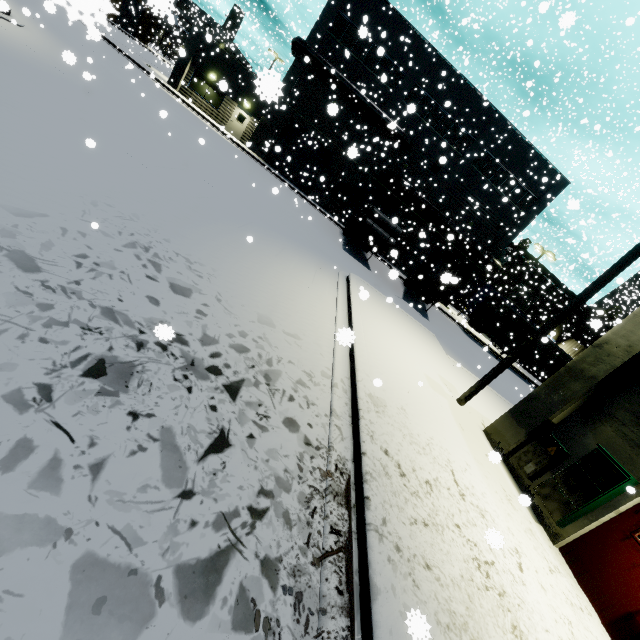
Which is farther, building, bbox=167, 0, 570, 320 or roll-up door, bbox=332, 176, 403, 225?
roll-up door, bbox=332, 176, 403, 225

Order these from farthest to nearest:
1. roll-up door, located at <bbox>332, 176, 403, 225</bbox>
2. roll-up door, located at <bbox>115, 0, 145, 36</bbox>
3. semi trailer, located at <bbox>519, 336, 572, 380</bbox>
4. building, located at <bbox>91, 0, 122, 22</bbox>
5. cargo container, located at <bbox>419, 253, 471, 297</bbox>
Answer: roll-up door, located at <bbox>115, 0, 145, 36</bbox>
roll-up door, located at <bbox>332, 176, 403, 225</bbox>
semi trailer, located at <bbox>519, 336, 572, 380</bbox>
cargo container, located at <bbox>419, 253, 471, 297</bbox>
building, located at <bbox>91, 0, 122, 22</bbox>

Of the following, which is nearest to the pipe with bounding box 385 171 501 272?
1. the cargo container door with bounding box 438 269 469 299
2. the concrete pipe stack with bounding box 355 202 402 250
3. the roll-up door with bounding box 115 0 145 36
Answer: the cargo container door with bounding box 438 269 469 299

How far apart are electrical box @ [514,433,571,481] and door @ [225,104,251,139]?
28.8m

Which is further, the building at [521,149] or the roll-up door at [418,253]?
the roll-up door at [418,253]

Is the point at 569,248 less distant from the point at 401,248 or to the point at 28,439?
the point at 401,248

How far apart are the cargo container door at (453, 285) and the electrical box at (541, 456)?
11.38m

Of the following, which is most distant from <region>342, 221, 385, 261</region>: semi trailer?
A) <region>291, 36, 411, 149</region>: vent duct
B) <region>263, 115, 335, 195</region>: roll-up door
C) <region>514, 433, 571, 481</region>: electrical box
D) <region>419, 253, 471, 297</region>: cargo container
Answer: <region>291, 36, 411, 149</region>: vent duct
